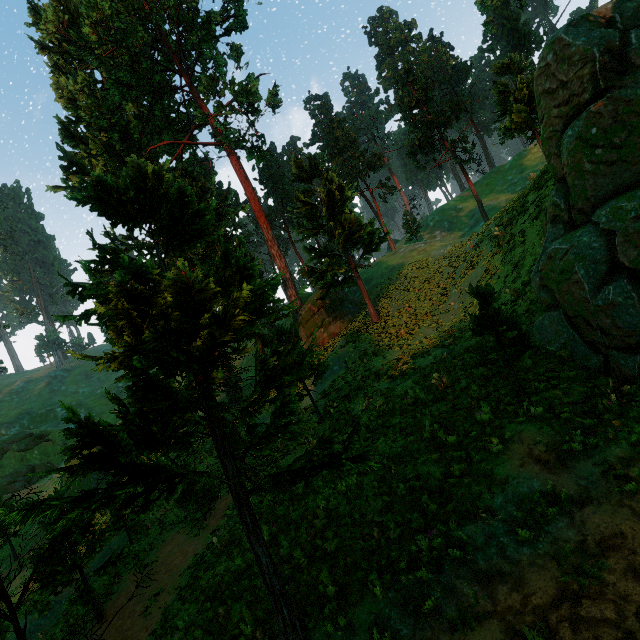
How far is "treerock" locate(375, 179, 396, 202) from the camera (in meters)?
51.19

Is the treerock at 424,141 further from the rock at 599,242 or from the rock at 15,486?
the rock at 15,486

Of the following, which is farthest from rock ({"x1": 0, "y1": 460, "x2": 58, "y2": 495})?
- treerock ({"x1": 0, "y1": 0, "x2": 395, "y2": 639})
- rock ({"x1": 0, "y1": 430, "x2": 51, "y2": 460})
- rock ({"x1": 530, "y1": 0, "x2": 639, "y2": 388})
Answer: rock ({"x1": 530, "y1": 0, "x2": 639, "y2": 388})

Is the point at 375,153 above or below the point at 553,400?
above

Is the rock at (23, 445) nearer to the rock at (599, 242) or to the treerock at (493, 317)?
the treerock at (493, 317)

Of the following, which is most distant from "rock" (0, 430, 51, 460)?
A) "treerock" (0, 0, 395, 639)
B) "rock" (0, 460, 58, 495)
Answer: "treerock" (0, 0, 395, 639)
